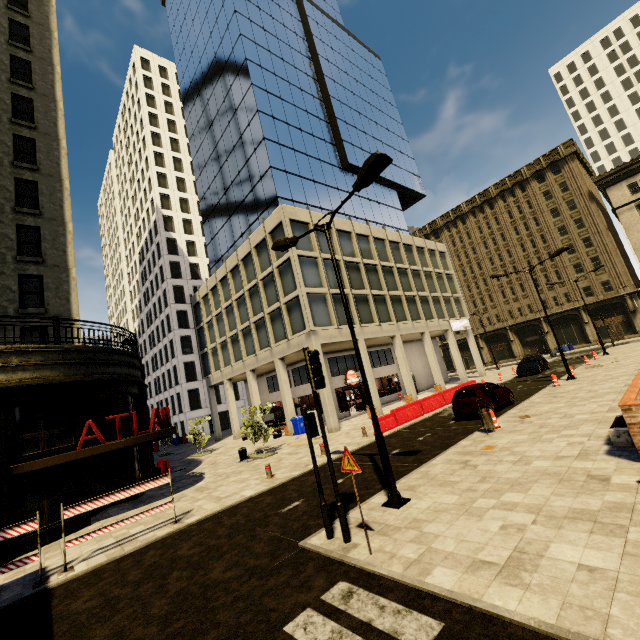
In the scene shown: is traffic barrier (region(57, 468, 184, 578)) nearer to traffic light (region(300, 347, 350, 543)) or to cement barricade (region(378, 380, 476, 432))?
traffic light (region(300, 347, 350, 543))

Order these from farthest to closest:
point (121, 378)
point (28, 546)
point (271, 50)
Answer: point (271, 50)
point (121, 378)
point (28, 546)

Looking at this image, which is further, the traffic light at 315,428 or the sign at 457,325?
the sign at 457,325

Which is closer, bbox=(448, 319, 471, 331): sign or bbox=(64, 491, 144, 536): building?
bbox=(64, 491, 144, 536): building

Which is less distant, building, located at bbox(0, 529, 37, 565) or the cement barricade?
building, located at bbox(0, 529, 37, 565)

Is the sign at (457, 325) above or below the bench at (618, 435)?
above

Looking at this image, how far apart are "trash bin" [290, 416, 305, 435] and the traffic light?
17.9m

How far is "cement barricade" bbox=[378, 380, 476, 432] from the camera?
17.6m
